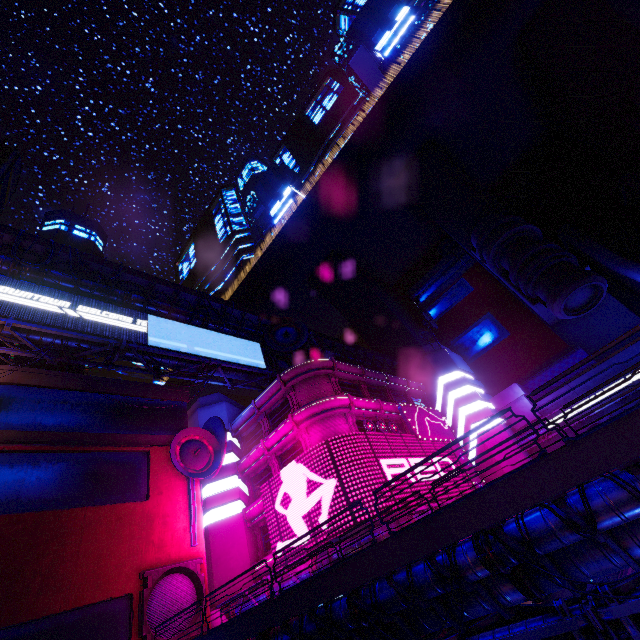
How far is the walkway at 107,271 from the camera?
29.2m

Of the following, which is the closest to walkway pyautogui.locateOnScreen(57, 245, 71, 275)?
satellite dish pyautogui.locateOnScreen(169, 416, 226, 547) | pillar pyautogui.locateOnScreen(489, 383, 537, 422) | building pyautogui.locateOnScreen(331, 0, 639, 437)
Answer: building pyautogui.locateOnScreen(331, 0, 639, 437)

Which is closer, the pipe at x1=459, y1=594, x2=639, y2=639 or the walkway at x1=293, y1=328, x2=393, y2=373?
the pipe at x1=459, y1=594, x2=639, y2=639

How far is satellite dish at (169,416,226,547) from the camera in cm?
2314

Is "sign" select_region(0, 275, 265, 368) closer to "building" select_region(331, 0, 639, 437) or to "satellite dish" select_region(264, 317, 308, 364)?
"satellite dish" select_region(264, 317, 308, 364)

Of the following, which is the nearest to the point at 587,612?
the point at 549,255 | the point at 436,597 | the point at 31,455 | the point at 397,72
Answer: the point at 436,597

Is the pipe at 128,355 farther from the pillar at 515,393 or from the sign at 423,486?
the pillar at 515,393

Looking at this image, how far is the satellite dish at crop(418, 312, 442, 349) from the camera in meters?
50.7
